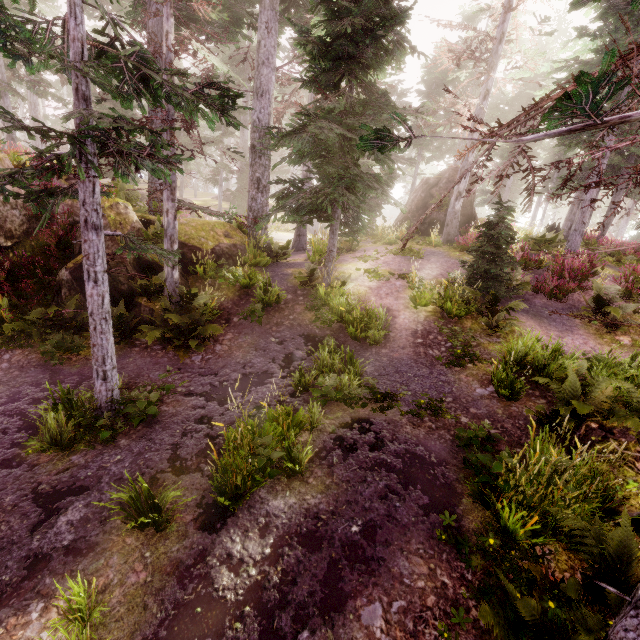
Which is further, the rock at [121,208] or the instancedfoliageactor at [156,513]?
the rock at [121,208]

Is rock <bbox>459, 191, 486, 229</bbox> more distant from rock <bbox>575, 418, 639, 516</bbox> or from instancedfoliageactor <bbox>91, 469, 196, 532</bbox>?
rock <bbox>575, 418, 639, 516</bbox>

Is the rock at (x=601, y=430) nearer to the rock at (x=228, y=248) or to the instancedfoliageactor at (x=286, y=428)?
the instancedfoliageactor at (x=286, y=428)

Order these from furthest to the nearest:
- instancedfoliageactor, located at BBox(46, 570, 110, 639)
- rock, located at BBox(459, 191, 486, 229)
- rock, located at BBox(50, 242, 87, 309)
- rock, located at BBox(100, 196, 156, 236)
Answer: rock, located at BBox(459, 191, 486, 229), rock, located at BBox(100, 196, 156, 236), rock, located at BBox(50, 242, 87, 309), instancedfoliageactor, located at BBox(46, 570, 110, 639)

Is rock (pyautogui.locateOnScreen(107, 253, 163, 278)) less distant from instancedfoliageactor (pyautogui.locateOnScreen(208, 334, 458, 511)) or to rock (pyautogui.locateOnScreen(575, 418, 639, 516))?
instancedfoliageactor (pyautogui.locateOnScreen(208, 334, 458, 511))

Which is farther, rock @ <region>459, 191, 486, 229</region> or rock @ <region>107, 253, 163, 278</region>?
rock @ <region>459, 191, 486, 229</region>

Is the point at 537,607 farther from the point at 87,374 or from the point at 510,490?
the point at 87,374

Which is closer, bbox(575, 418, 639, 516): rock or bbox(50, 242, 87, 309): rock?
bbox(575, 418, 639, 516): rock
